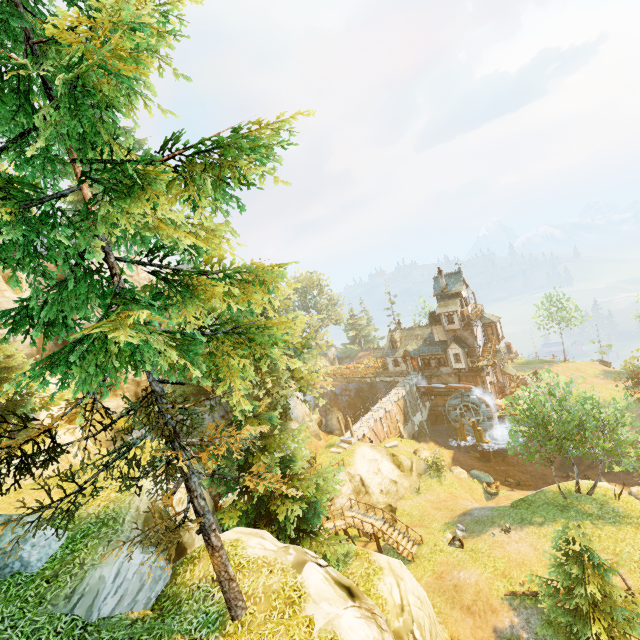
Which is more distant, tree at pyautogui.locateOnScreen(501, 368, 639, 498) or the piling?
the piling

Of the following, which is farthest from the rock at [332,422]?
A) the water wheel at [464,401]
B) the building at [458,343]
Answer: the water wheel at [464,401]

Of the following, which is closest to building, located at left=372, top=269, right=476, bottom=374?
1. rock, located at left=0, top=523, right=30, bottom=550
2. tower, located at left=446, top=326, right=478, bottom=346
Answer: tower, located at left=446, top=326, right=478, bottom=346

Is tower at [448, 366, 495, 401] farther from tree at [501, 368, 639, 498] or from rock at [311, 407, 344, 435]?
rock at [311, 407, 344, 435]

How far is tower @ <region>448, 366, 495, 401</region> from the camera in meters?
44.2

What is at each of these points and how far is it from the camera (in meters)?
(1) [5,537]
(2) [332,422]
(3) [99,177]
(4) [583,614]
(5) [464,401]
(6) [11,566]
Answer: (1) rock, 9.04
(2) rock, 52.09
(3) tree, 37.00
(4) tree, 13.86
(5) water wheel, 44.00
(6) rock, 8.63

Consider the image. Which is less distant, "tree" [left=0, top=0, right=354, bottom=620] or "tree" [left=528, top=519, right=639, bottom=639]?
"tree" [left=0, top=0, right=354, bottom=620]

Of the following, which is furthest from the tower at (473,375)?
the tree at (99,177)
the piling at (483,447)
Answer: the tree at (99,177)
